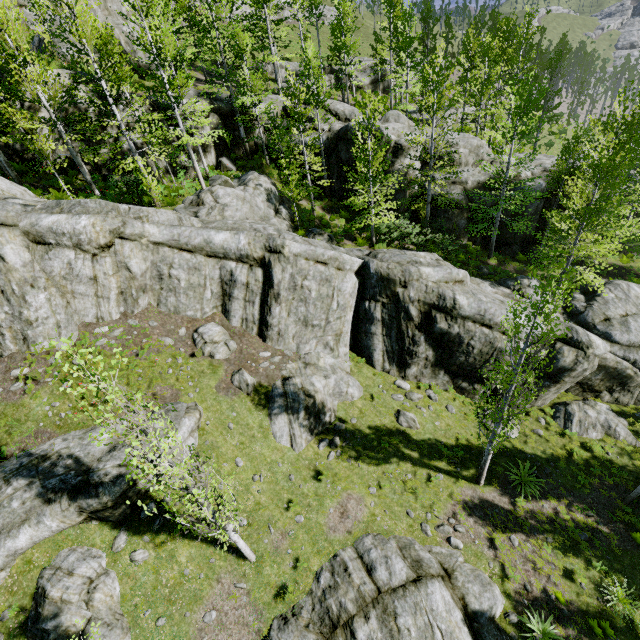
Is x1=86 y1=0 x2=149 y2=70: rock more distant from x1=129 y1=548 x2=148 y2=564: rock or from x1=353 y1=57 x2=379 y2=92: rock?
x1=353 y1=57 x2=379 y2=92: rock

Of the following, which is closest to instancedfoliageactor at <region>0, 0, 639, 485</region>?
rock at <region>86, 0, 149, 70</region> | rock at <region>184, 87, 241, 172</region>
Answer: rock at <region>184, 87, 241, 172</region>

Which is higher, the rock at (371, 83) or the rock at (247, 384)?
the rock at (371, 83)

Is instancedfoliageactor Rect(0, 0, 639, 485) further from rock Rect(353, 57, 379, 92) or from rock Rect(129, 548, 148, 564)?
rock Rect(353, 57, 379, 92)

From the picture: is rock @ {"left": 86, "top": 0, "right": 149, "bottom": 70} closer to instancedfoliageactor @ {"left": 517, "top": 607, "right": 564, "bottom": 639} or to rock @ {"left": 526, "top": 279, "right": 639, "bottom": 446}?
rock @ {"left": 526, "top": 279, "right": 639, "bottom": 446}

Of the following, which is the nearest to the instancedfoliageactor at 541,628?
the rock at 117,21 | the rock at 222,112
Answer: the rock at 222,112

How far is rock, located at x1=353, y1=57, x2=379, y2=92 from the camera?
38.5m

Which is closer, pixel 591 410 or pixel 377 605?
pixel 377 605
